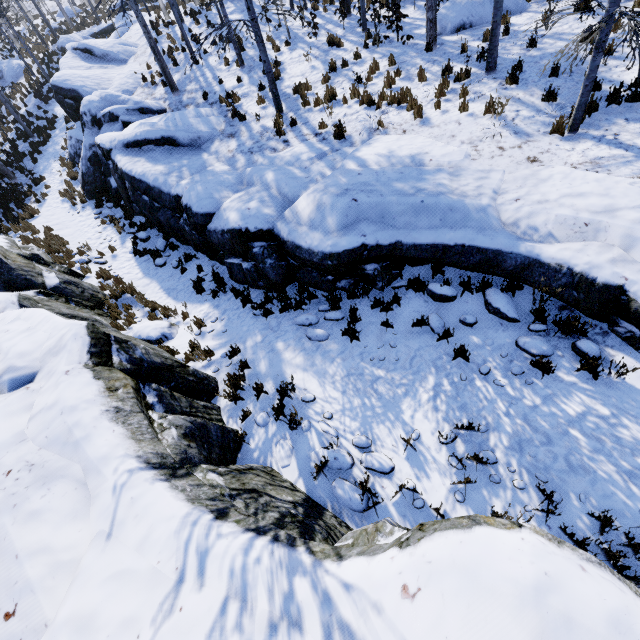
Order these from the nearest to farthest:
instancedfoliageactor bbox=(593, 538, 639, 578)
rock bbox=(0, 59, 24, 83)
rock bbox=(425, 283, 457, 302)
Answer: instancedfoliageactor bbox=(593, 538, 639, 578) → rock bbox=(425, 283, 457, 302) → rock bbox=(0, 59, 24, 83)

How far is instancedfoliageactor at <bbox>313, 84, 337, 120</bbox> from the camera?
9.6m

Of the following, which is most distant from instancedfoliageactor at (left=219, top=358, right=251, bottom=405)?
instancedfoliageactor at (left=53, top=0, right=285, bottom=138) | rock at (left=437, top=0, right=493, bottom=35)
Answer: rock at (left=437, top=0, right=493, bottom=35)

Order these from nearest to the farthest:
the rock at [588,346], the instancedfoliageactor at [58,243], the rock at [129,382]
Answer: the rock at [129,382]
the rock at [588,346]
the instancedfoliageactor at [58,243]

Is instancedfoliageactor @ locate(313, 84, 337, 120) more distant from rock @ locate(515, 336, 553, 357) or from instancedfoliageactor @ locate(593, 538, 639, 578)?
instancedfoliageactor @ locate(593, 538, 639, 578)

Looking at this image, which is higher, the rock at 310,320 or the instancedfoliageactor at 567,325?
the instancedfoliageactor at 567,325

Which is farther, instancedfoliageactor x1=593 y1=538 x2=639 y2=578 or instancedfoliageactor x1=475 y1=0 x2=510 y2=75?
instancedfoliageactor x1=475 y1=0 x2=510 y2=75

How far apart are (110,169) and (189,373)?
10.5m
